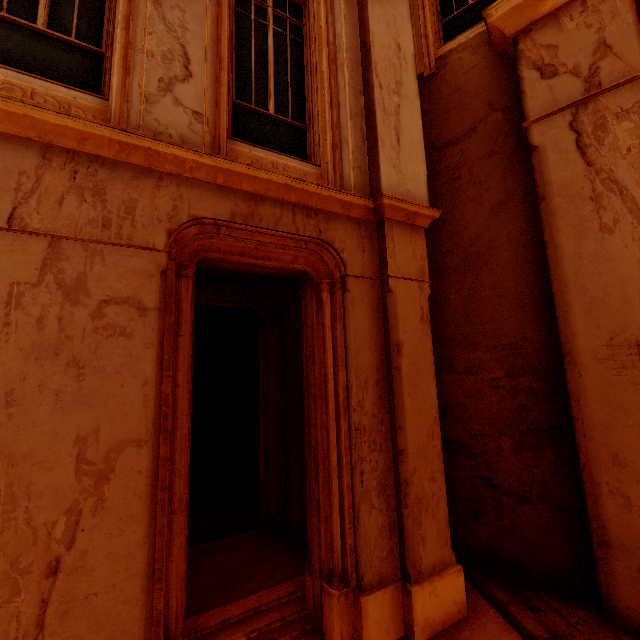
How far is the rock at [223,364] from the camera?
8.5m

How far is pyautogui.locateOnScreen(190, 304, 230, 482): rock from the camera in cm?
847

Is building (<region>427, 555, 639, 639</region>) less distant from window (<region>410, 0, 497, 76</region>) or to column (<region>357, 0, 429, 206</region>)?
column (<region>357, 0, 429, 206</region>)

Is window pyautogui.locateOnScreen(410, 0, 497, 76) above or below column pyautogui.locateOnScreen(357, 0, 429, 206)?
above

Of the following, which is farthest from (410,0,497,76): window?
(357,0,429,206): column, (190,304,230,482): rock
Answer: (190,304,230,482): rock

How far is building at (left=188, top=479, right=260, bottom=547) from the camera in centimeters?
540cm

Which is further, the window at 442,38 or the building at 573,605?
the window at 442,38

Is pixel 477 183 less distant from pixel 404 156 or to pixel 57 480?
pixel 404 156
